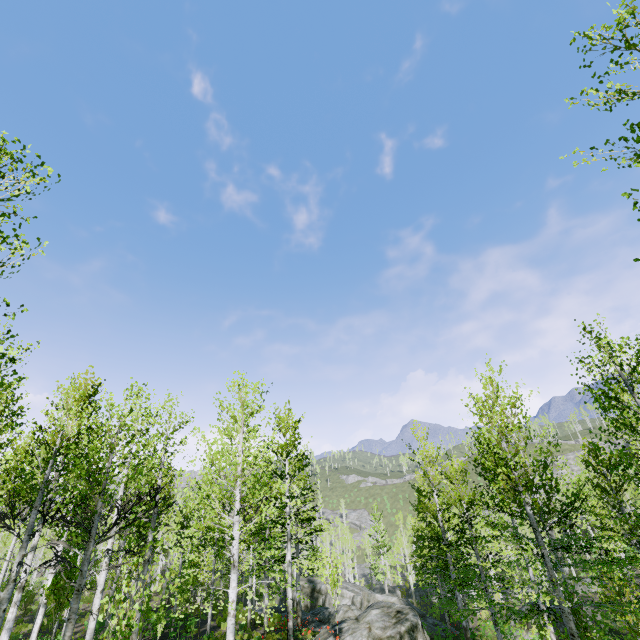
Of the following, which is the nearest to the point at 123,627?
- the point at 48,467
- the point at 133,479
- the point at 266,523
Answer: the point at 133,479
